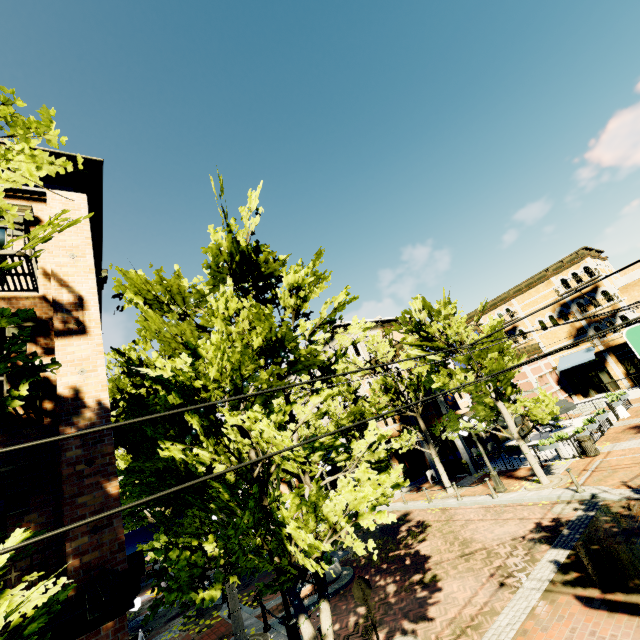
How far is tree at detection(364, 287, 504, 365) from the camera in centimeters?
1500cm

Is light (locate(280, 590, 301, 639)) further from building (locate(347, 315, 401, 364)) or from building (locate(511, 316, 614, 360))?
building (locate(511, 316, 614, 360))

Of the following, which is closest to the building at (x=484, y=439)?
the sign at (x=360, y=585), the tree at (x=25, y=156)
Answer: the tree at (x=25, y=156)

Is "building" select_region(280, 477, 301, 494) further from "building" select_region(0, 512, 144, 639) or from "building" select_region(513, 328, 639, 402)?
"building" select_region(0, 512, 144, 639)

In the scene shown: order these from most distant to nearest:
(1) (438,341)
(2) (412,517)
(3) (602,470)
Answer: (1) (438,341) < (2) (412,517) < (3) (602,470)

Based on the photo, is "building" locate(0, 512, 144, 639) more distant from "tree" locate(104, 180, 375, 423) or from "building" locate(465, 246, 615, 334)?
"building" locate(465, 246, 615, 334)

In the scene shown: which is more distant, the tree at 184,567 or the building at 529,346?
the building at 529,346

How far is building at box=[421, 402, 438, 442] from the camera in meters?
22.6 m
